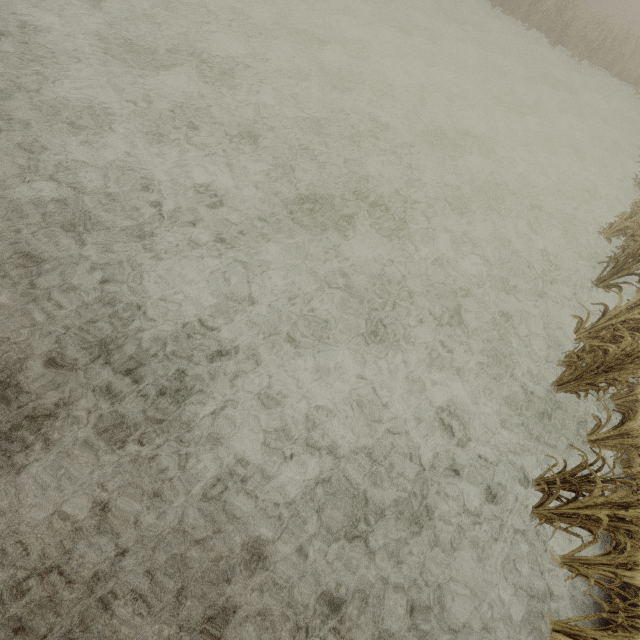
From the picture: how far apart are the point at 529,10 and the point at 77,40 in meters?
22.8 m

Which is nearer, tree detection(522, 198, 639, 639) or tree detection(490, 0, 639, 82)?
tree detection(522, 198, 639, 639)

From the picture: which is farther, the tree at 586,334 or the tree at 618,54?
the tree at 618,54
